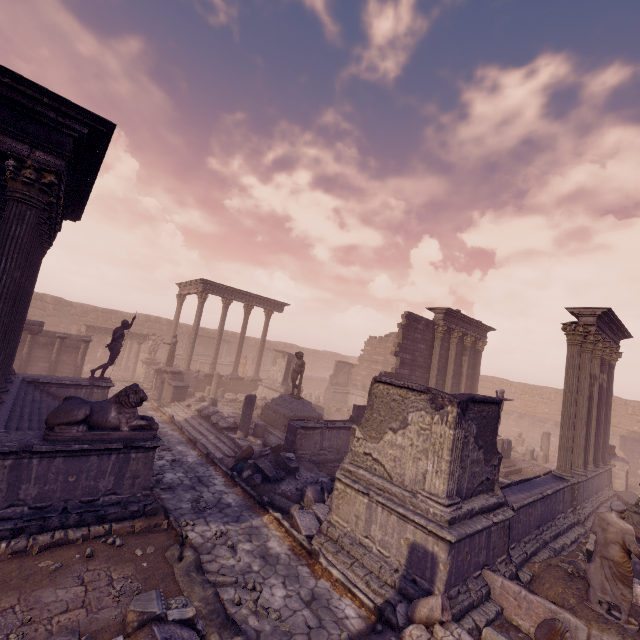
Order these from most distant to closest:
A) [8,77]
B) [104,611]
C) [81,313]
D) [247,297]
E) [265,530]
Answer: [81,313]
[247,297]
[265,530]
[8,77]
[104,611]

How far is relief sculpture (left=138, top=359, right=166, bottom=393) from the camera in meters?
20.8

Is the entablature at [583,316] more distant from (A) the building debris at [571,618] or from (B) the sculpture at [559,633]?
(B) the sculpture at [559,633]

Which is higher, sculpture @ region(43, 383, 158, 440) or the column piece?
sculpture @ region(43, 383, 158, 440)

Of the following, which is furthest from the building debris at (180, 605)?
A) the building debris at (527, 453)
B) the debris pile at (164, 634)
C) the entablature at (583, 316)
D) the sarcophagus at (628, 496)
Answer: the building debris at (527, 453)

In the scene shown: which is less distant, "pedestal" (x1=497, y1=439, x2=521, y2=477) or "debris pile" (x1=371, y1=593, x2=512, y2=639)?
"debris pile" (x1=371, y1=593, x2=512, y2=639)

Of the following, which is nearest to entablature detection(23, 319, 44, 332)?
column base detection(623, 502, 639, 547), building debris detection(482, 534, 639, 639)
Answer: building debris detection(482, 534, 639, 639)

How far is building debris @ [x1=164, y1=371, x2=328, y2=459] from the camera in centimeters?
1233cm
